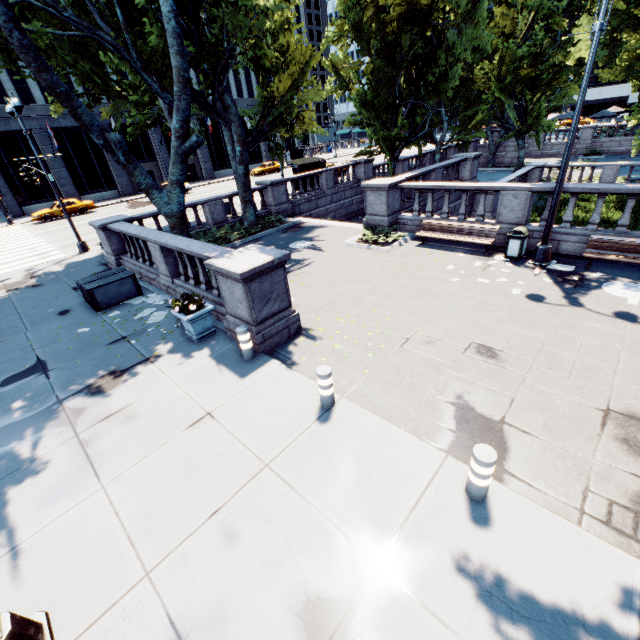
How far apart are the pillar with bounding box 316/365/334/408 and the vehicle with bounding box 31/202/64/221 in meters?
36.3 m

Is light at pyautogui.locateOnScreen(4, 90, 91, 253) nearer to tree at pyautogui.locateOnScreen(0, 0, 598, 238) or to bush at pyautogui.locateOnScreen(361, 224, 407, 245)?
tree at pyautogui.locateOnScreen(0, 0, 598, 238)

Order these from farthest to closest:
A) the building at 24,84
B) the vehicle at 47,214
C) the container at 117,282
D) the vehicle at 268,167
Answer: the vehicle at 268,167 < the building at 24,84 < the vehicle at 47,214 < the container at 117,282

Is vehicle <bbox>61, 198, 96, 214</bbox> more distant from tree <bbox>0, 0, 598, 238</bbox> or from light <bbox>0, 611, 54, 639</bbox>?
tree <bbox>0, 0, 598, 238</bbox>

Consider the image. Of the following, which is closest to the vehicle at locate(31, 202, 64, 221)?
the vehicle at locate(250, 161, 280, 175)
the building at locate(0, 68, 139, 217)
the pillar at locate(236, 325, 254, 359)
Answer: the building at locate(0, 68, 139, 217)

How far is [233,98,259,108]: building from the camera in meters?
47.6

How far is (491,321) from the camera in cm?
804

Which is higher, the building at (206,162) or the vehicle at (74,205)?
the building at (206,162)
